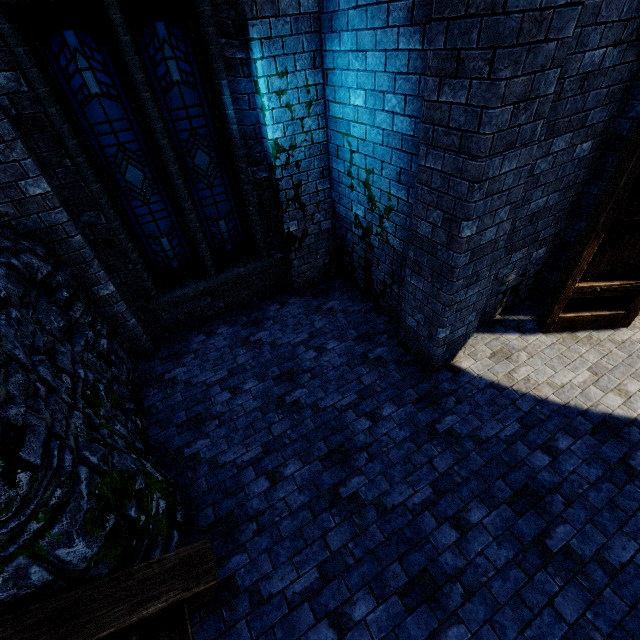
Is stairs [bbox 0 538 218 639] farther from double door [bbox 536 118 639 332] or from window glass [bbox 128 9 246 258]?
double door [bbox 536 118 639 332]

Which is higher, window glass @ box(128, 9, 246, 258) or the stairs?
window glass @ box(128, 9, 246, 258)

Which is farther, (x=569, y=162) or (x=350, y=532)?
(x=569, y=162)

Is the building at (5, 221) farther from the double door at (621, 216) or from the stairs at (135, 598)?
the stairs at (135, 598)

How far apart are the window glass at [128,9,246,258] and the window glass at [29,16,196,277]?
0.2 meters

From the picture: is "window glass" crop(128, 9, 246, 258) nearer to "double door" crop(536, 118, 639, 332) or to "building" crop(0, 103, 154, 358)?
"building" crop(0, 103, 154, 358)

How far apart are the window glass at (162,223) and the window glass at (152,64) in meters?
A: 0.2 m

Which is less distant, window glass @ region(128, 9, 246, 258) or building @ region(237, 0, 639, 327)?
building @ region(237, 0, 639, 327)
